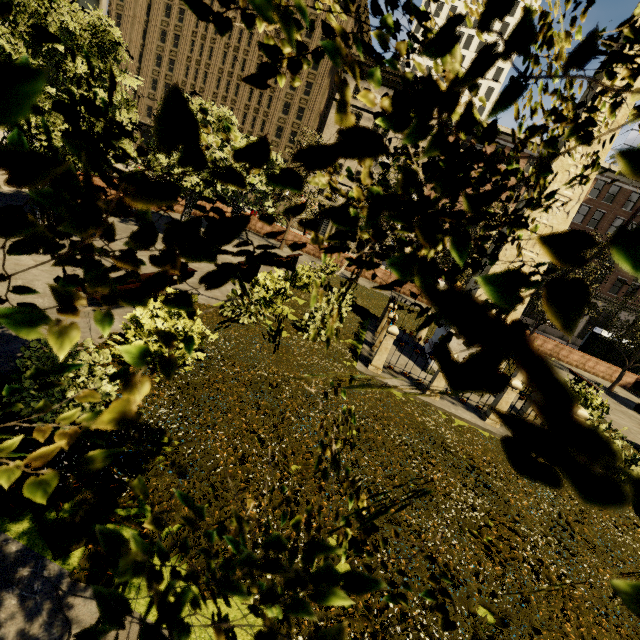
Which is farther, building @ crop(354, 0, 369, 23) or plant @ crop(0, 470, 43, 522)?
building @ crop(354, 0, 369, 23)

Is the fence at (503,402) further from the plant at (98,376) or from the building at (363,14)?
the building at (363,14)

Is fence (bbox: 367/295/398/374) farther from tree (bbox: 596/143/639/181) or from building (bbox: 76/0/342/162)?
building (bbox: 76/0/342/162)

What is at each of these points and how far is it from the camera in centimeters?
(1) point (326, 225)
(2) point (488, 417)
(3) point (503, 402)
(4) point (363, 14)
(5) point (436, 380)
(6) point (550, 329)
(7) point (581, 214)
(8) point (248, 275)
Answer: (1) building, 4497cm
(2) fence, 856cm
(3) fence, 840cm
(4) building, 4128cm
(5) fence, 864cm
(6) building, 4206cm
(7) building, 3838cm
(8) bench, 1249cm

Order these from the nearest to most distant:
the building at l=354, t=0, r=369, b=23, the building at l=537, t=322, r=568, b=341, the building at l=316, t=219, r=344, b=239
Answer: the building at l=354, t=0, r=369, b=23 → the building at l=537, t=322, r=568, b=341 → the building at l=316, t=219, r=344, b=239

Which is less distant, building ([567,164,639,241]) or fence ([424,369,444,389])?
fence ([424,369,444,389])

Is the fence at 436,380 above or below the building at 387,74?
below
